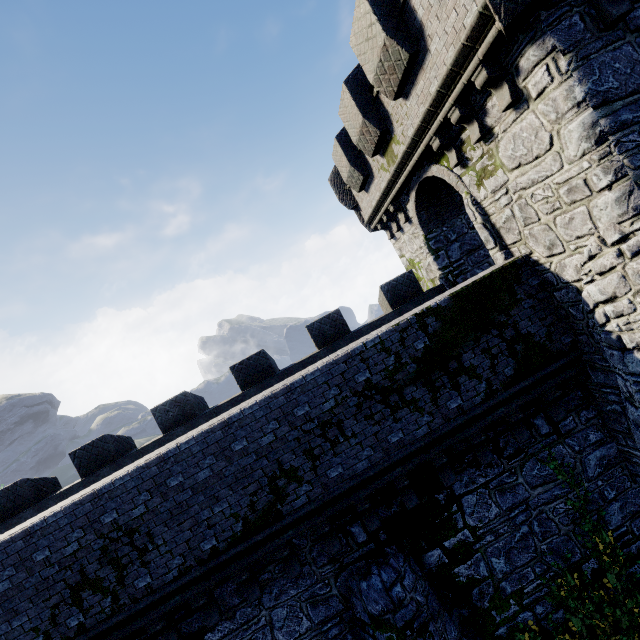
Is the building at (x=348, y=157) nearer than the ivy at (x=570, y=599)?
Yes

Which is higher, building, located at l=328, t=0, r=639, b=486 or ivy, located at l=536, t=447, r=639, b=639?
building, located at l=328, t=0, r=639, b=486

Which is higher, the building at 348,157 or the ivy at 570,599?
the building at 348,157

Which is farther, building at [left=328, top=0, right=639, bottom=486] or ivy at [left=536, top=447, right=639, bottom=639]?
ivy at [left=536, top=447, right=639, bottom=639]

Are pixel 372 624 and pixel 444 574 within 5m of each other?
yes
